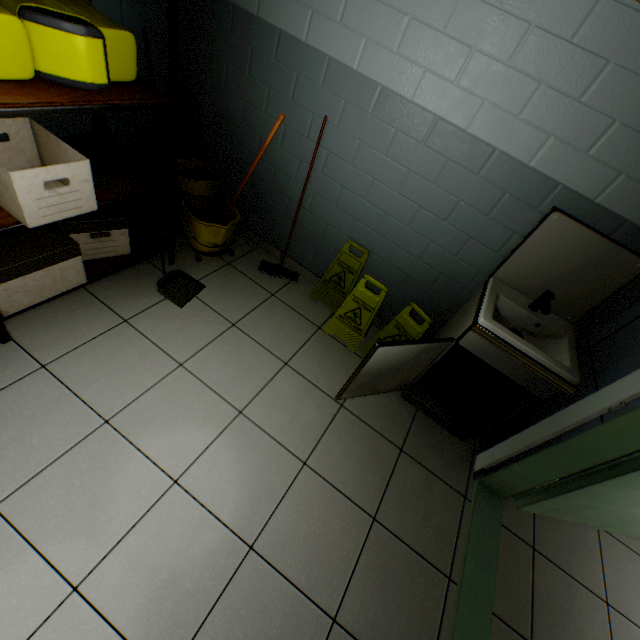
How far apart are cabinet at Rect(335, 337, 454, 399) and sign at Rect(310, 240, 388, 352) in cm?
47

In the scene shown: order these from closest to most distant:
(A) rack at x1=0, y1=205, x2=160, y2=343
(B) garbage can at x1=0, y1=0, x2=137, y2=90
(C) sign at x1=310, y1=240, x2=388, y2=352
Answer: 1. (B) garbage can at x1=0, y1=0, x2=137, y2=90
2. (A) rack at x1=0, y1=205, x2=160, y2=343
3. (C) sign at x1=310, y1=240, x2=388, y2=352

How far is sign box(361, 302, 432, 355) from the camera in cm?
228

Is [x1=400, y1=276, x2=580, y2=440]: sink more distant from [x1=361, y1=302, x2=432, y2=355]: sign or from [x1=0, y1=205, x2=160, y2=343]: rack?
[x1=0, y1=205, x2=160, y2=343]: rack

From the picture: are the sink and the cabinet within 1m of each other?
yes

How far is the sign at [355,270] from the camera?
2.40m

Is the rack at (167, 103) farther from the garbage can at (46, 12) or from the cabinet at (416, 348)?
the cabinet at (416, 348)

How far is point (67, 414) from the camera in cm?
168
